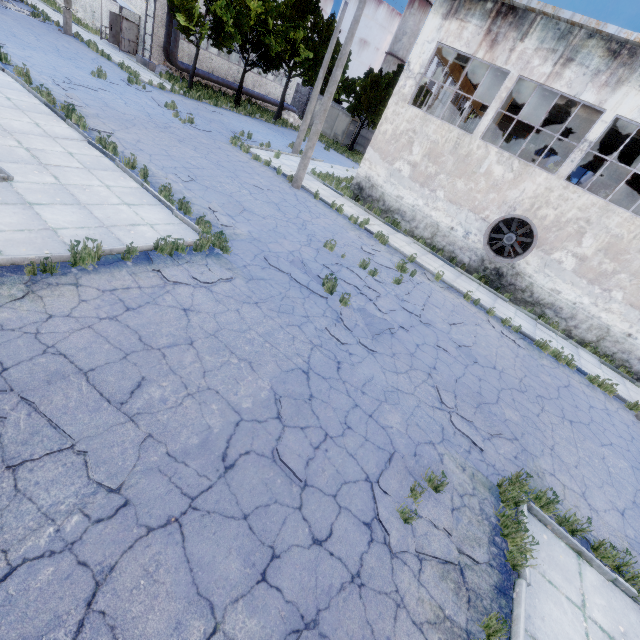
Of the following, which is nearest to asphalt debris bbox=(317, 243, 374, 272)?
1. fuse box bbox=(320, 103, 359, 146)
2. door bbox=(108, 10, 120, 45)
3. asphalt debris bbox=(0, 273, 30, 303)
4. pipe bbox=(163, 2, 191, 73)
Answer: asphalt debris bbox=(0, 273, 30, 303)

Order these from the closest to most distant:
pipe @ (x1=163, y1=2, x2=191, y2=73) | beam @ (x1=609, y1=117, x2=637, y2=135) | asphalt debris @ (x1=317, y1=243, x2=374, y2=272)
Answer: asphalt debris @ (x1=317, y1=243, x2=374, y2=272) → beam @ (x1=609, y1=117, x2=637, y2=135) → pipe @ (x1=163, y1=2, x2=191, y2=73)

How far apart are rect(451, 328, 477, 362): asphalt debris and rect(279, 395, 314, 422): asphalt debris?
5.0m

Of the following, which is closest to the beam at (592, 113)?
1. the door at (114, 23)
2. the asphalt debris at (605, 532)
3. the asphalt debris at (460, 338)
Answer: the asphalt debris at (460, 338)

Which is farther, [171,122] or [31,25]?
[31,25]

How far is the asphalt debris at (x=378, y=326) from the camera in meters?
8.8

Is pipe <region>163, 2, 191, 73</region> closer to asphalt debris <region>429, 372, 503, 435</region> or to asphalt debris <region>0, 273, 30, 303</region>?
asphalt debris <region>0, 273, 30, 303</region>

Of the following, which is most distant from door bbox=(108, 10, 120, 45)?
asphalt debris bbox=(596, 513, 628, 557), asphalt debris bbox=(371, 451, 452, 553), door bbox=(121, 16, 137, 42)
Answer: asphalt debris bbox=(596, 513, 628, 557)
